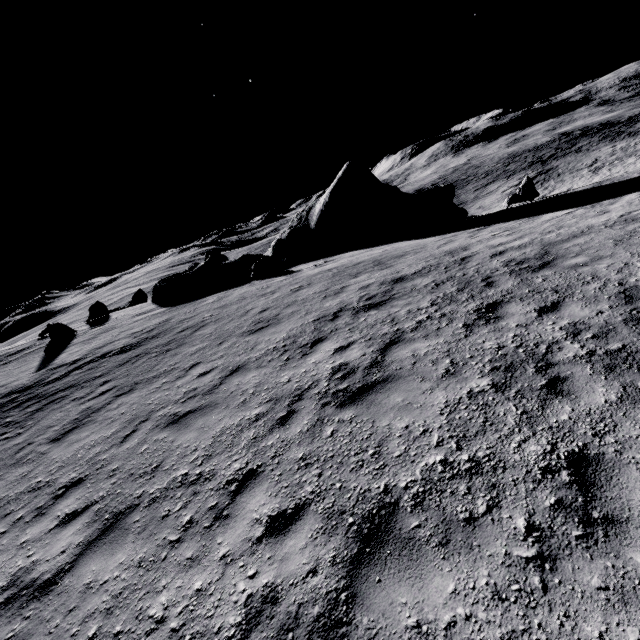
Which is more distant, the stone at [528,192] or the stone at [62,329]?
the stone at [62,329]

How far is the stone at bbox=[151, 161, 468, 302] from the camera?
21.8m

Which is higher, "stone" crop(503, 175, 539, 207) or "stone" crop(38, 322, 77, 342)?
"stone" crop(38, 322, 77, 342)

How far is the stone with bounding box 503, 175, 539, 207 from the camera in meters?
19.6 m

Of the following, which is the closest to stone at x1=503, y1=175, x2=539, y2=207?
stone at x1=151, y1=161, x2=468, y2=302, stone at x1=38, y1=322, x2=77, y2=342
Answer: stone at x1=151, y1=161, x2=468, y2=302

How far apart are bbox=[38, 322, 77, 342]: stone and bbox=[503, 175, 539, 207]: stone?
30.33m

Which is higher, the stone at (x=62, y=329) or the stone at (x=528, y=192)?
the stone at (x=62, y=329)

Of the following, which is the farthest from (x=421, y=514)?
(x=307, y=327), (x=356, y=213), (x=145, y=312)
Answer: (x=145, y=312)
